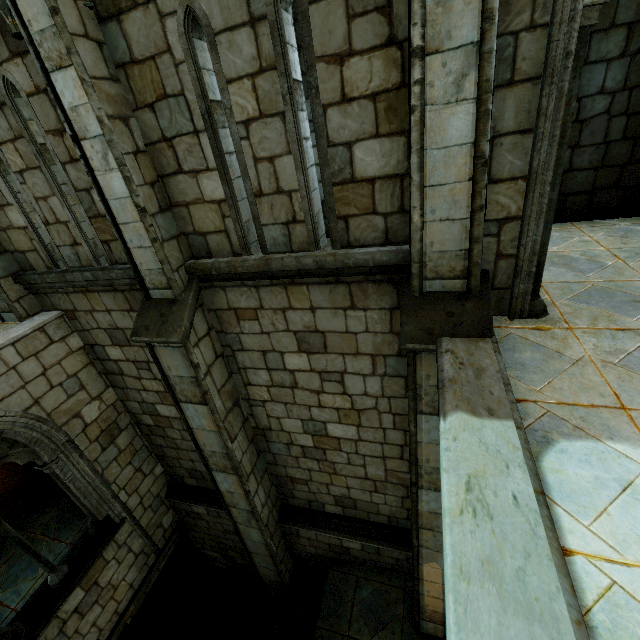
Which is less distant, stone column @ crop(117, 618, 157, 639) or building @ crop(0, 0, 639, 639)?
building @ crop(0, 0, 639, 639)

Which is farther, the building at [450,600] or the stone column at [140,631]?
the stone column at [140,631]

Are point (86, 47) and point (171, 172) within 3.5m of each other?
yes

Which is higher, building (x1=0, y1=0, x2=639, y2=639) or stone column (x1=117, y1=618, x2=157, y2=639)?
building (x1=0, y1=0, x2=639, y2=639)

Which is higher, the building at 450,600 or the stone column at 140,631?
the building at 450,600
